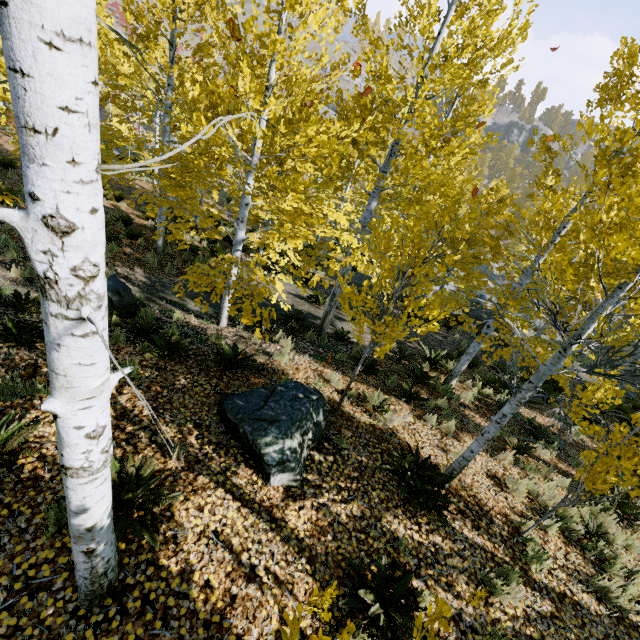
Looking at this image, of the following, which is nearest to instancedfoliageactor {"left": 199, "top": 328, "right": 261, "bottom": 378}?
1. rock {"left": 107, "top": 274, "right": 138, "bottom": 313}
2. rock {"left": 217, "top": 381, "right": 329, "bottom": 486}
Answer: rock {"left": 217, "top": 381, "right": 329, "bottom": 486}

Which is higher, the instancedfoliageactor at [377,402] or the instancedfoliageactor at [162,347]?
the instancedfoliageactor at [162,347]

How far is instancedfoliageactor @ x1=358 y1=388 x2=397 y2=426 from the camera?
6.4m

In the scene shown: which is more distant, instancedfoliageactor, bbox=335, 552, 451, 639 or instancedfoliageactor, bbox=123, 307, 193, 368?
instancedfoliageactor, bbox=123, 307, 193, 368

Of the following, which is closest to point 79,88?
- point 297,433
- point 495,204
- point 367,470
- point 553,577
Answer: point 297,433

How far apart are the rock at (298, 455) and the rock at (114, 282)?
3.7 meters

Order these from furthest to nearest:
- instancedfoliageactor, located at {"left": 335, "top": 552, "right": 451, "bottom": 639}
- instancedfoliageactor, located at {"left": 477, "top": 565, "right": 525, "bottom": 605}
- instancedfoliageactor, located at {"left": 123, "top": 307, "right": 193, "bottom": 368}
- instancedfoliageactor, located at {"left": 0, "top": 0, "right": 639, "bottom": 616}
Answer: instancedfoliageactor, located at {"left": 123, "top": 307, "right": 193, "bottom": 368} < instancedfoliageactor, located at {"left": 477, "top": 565, "right": 525, "bottom": 605} < instancedfoliageactor, located at {"left": 335, "top": 552, "right": 451, "bottom": 639} < instancedfoliageactor, located at {"left": 0, "top": 0, "right": 639, "bottom": 616}
